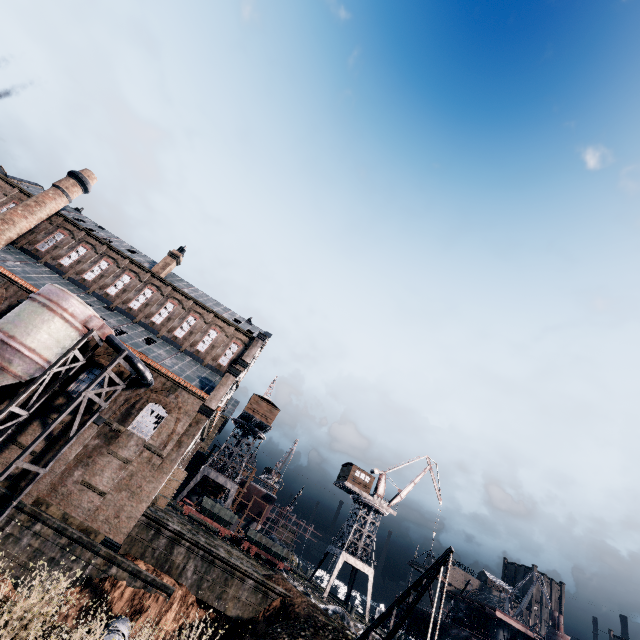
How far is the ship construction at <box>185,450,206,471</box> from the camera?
57.1m

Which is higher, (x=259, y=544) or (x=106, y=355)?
(x=106, y=355)

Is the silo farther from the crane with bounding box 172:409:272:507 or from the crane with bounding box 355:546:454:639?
the crane with bounding box 172:409:272:507

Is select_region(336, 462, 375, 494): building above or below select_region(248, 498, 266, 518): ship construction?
above

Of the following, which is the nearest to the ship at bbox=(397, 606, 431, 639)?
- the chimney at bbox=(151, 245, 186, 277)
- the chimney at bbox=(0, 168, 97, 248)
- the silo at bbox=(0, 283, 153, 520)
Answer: the silo at bbox=(0, 283, 153, 520)

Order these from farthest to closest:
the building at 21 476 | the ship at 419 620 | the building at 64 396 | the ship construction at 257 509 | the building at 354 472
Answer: the ship construction at 257 509, the building at 354 472, the ship at 419 620, the building at 64 396, the building at 21 476

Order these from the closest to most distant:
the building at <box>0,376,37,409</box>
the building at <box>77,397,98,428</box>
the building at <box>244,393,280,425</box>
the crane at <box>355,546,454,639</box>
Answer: the crane at <box>355,546,454,639</box> < the building at <box>0,376,37,409</box> < the building at <box>77,397,98,428</box> < the building at <box>244,393,280,425</box>

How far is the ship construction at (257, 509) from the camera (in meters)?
56.75
